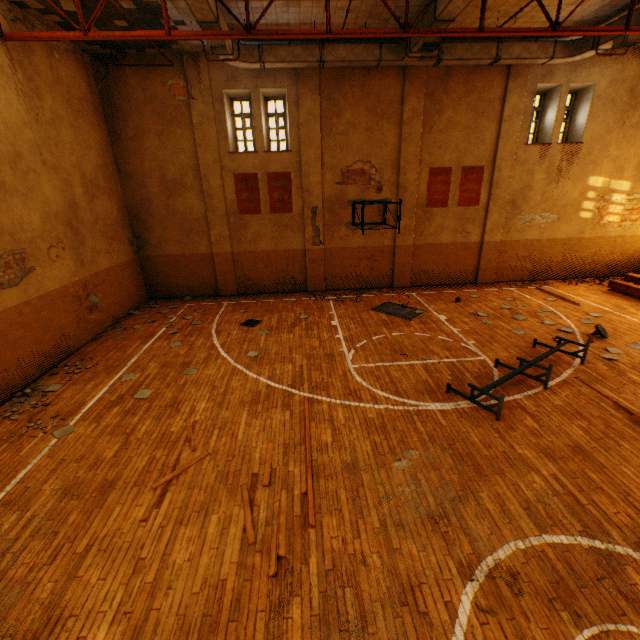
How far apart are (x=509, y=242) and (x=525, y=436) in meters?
11.5 m

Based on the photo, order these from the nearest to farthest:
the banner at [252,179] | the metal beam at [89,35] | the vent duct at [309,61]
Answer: the metal beam at [89,35] → the vent duct at [309,61] → the banner at [252,179]

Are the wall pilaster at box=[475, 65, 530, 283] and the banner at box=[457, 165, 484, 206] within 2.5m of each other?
yes

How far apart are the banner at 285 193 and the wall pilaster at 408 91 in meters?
4.4 m

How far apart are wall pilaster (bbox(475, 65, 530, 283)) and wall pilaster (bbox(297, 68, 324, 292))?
7.1m

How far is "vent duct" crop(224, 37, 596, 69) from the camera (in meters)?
10.42

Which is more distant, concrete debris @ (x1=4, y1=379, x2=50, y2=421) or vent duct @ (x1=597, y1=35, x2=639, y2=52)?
vent duct @ (x1=597, y1=35, x2=639, y2=52)

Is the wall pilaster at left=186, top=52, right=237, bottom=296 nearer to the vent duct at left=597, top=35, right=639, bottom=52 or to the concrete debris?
the vent duct at left=597, top=35, right=639, bottom=52
